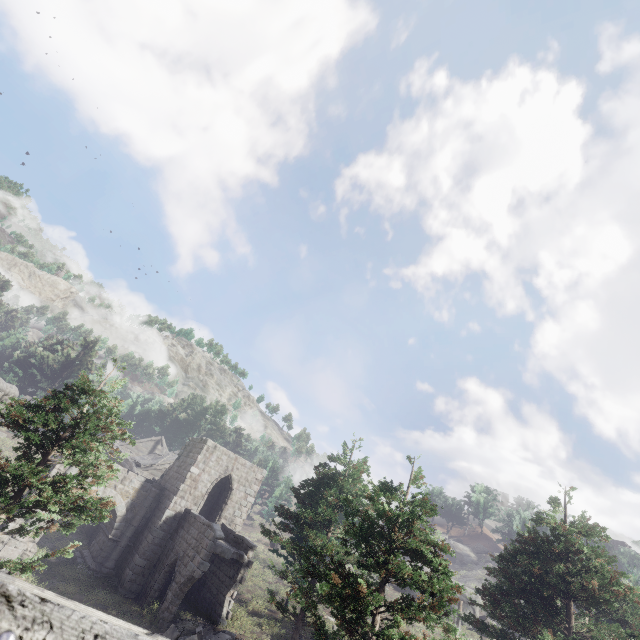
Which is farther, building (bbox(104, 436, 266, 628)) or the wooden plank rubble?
the wooden plank rubble

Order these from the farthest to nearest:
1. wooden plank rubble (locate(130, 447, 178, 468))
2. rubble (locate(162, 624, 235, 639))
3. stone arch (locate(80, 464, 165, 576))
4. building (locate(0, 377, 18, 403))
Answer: wooden plank rubble (locate(130, 447, 178, 468)) → stone arch (locate(80, 464, 165, 576)) → rubble (locate(162, 624, 235, 639)) → building (locate(0, 377, 18, 403))

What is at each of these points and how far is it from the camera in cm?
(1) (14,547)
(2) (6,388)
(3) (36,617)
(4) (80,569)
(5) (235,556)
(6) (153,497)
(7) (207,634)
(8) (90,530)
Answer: (1) stone arch, 1841
(2) building, 1309
(3) building, 74
(4) building, 1983
(5) building, 1945
(6) stone arch, 2366
(7) rubble, 1562
(8) building, 2731

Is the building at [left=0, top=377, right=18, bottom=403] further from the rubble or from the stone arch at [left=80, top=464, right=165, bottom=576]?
the rubble

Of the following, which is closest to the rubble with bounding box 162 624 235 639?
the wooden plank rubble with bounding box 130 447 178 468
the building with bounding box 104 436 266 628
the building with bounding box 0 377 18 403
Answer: the building with bounding box 104 436 266 628

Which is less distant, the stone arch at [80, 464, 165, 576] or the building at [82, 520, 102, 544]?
the stone arch at [80, 464, 165, 576]

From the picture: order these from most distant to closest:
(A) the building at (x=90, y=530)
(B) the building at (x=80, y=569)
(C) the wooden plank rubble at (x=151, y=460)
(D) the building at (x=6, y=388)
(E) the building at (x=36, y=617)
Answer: (C) the wooden plank rubble at (x=151, y=460) → (A) the building at (x=90, y=530) → (B) the building at (x=80, y=569) → (D) the building at (x=6, y=388) → (E) the building at (x=36, y=617)

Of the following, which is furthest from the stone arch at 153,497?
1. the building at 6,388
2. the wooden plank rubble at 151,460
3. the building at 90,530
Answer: the wooden plank rubble at 151,460
